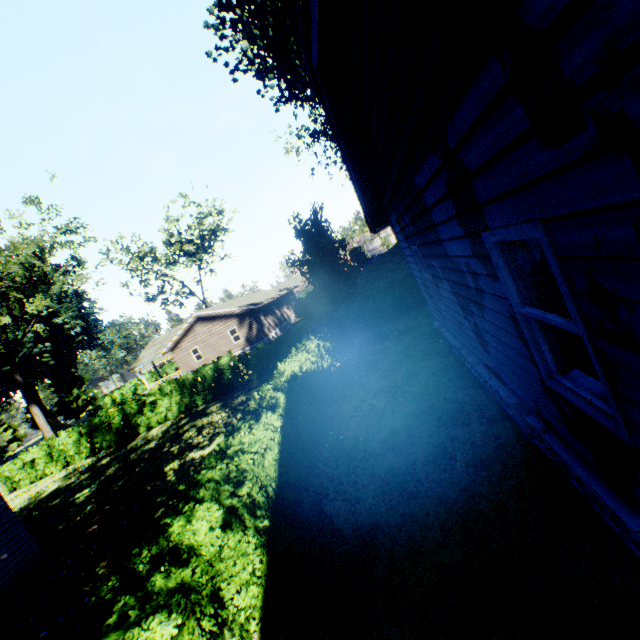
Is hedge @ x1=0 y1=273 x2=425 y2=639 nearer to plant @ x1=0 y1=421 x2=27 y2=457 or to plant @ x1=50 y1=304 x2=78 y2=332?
plant @ x1=50 y1=304 x2=78 y2=332

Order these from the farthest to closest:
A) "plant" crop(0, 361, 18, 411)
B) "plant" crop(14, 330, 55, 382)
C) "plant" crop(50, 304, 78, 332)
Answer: "plant" crop(50, 304, 78, 332)
"plant" crop(14, 330, 55, 382)
"plant" crop(0, 361, 18, 411)

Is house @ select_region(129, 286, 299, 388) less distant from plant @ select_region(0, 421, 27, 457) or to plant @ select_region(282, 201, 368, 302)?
plant @ select_region(282, 201, 368, 302)

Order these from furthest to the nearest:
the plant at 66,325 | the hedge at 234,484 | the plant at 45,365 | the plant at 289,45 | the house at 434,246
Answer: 1. the plant at 66,325
2. the plant at 45,365
3. the plant at 289,45
4. the hedge at 234,484
5. the house at 434,246

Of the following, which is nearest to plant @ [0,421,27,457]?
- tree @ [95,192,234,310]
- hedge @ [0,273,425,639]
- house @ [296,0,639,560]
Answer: tree @ [95,192,234,310]

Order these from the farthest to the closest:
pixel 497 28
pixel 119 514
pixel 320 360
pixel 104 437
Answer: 1. pixel 104 437
2. pixel 320 360
3. pixel 119 514
4. pixel 497 28

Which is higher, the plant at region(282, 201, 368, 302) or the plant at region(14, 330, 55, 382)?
the plant at region(14, 330, 55, 382)

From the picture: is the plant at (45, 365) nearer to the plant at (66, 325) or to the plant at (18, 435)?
the plant at (66, 325)
